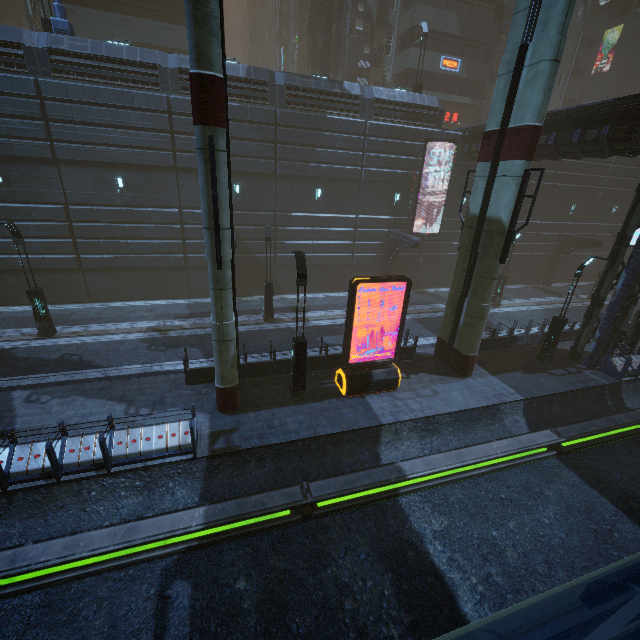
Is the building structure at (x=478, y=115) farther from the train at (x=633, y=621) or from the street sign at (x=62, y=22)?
the street sign at (x=62, y=22)

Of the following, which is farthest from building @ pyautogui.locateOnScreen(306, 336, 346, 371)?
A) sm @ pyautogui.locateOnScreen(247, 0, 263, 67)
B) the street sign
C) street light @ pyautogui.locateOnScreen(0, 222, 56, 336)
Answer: sm @ pyautogui.locateOnScreen(247, 0, 263, 67)

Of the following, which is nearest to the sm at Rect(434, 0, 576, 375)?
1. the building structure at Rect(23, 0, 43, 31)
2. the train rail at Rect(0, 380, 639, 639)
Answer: the train rail at Rect(0, 380, 639, 639)

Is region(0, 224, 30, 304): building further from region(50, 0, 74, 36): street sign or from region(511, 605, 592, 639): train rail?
region(50, 0, 74, 36): street sign

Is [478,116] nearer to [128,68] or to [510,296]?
[510,296]

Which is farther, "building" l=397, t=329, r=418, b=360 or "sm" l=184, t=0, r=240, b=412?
"building" l=397, t=329, r=418, b=360

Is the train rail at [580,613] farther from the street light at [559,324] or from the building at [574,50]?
the street light at [559,324]

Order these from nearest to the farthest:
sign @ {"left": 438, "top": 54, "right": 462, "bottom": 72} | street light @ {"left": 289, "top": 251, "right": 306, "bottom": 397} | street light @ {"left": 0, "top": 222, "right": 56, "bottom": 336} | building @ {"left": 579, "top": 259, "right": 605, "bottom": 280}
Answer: street light @ {"left": 289, "top": 251, "right": 306, "bottom": 397}, street light @ {"left": 0, "top": 222, "right": 56, "bottom": 336}, sign @ {"left": 438, "top": 54, "right": 462, "bottom": 72}, building @ {"left": 579, "top": 259, "right": 605, "bottom": 280}
